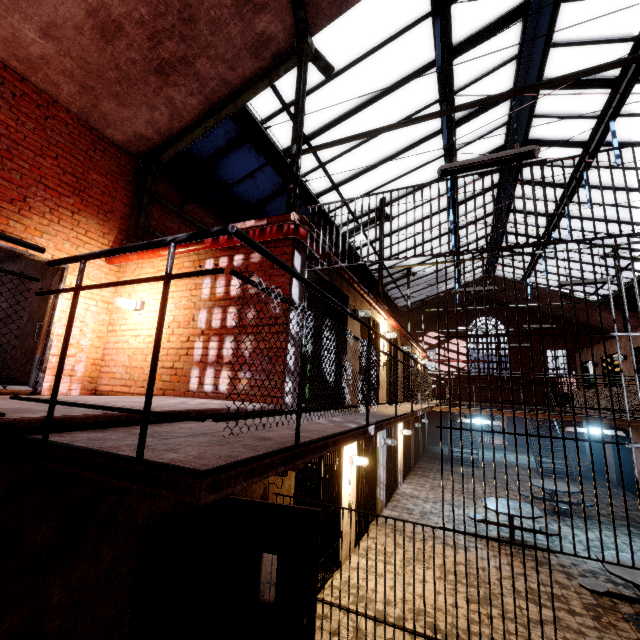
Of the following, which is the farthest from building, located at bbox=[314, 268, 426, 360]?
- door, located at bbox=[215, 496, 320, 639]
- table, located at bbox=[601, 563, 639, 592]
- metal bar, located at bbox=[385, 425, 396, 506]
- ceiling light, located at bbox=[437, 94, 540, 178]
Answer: table, located at bbox=[601, 563, 639, 592]

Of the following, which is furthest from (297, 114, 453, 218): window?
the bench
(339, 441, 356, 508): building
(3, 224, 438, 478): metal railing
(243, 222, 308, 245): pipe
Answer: the bench

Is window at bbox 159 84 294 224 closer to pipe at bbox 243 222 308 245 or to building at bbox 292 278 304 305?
building at bbox 292 278 304 305

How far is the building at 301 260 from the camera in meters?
5.0 m

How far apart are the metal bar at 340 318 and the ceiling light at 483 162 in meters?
2.4

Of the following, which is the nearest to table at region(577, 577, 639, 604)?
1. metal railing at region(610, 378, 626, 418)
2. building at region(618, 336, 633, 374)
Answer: building at region(618, 336, 633, 374)

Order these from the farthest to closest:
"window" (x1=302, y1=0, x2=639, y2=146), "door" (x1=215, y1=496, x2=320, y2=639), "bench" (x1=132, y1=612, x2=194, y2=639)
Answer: "window" (x1=302, y1=0, x2=639, y2=146) < "bench" (x1=132, y1=612, x2=194, y2=639) < "door" (x1=215, y1=496, x2=320, y2=639)

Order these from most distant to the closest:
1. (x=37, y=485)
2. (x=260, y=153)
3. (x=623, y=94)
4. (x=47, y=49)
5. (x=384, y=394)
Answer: (x=384, y=394), (x=260, y=153), (x=623, y=94), (x=47, y=49), (x=37, y=485)
